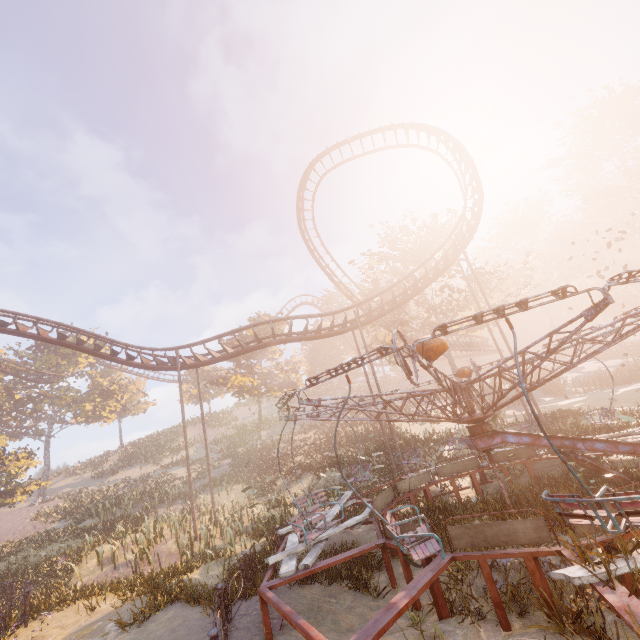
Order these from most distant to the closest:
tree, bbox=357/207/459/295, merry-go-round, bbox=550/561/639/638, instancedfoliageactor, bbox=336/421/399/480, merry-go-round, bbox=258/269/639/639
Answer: tree, bbox=357/207/459/295 → instancedfoliageactor, bbox=336/421/399/480 → merry-go-round, bbox=258/269/639/639 → merry-go-round, bbox=550/561/639/638

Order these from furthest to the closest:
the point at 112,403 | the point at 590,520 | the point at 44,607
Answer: the point at 112,403
the point at 44,607
the point at 590,520

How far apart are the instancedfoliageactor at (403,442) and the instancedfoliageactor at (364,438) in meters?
5.7 m

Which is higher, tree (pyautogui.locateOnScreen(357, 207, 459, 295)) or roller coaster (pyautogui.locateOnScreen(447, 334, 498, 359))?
tree (pyautogui.locateOnScreen(357, 207, 459, 295))

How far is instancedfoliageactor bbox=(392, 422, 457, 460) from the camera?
18.5m

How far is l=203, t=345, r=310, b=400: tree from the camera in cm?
3547

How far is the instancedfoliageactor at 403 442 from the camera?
18.55m

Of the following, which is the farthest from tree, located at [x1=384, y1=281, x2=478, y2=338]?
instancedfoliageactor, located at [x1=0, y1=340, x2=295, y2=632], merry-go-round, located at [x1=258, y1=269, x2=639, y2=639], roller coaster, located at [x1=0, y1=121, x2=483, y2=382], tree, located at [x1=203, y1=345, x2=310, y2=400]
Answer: instancedfoliageactor, located at [x1=0, y1=340, x2=295, y2=632]
